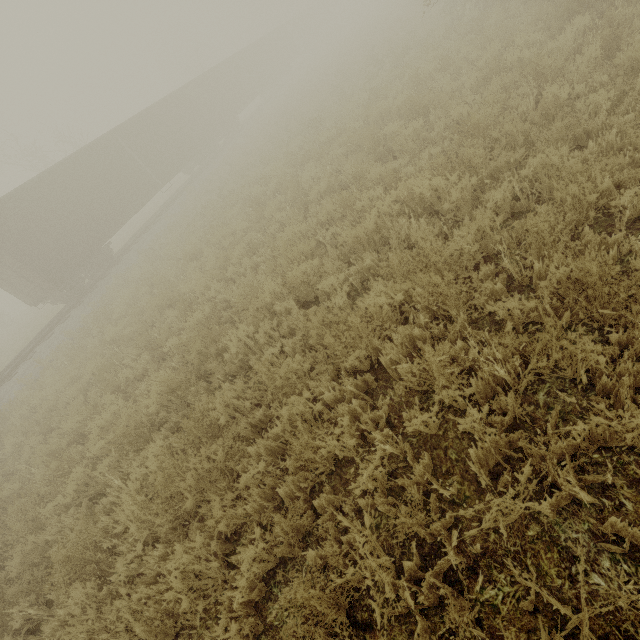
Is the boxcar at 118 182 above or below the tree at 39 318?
above

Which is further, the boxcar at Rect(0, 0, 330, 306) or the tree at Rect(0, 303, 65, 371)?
the tree at Rect(0, 303, 65, 371)

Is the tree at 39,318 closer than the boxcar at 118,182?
No

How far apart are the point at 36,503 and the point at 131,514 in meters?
4.1

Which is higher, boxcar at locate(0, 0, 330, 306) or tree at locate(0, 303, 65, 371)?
boxcar at locate(0, 0, 330, 306)
